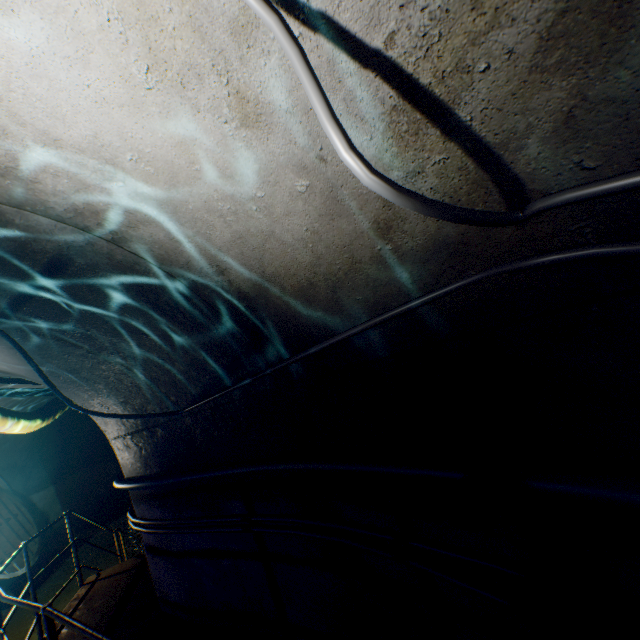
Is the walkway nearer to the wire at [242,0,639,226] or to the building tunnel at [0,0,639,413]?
the building tunnel at [0,0,639,413]

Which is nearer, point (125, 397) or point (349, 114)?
point (349, 114)

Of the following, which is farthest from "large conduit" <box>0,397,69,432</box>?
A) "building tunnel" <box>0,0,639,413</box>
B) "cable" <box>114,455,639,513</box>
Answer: "cable" <box>114,455,639,513</box>

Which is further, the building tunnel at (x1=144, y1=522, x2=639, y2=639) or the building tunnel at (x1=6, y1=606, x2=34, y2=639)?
the building tunnel at (x1=6, y1=606, x2=34, y2=639)

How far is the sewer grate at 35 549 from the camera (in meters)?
7.55

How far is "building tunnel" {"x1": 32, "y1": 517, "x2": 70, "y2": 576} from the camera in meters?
8.9 m

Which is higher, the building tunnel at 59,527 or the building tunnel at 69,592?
the building tunnel at 59,527

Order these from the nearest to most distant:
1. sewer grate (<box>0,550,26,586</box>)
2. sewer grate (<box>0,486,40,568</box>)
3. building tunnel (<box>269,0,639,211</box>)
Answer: building tunnel (<box>269,0,639,211</box>)
sewer grate (<box>0,550,26,586</box>)
sewer grate (<box>0,486,40,568</box>)
